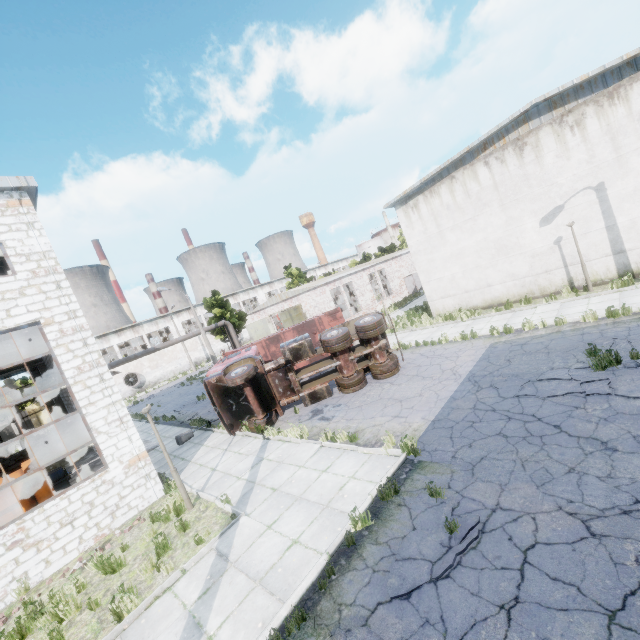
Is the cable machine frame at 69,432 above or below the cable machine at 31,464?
below

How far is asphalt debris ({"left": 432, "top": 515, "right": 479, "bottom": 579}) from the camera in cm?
488

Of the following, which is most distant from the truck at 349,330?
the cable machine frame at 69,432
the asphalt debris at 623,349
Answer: the cable machine frame at 69,432

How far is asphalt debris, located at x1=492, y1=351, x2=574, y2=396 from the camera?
9.03m

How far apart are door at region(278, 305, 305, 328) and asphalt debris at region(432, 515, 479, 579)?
23.83m

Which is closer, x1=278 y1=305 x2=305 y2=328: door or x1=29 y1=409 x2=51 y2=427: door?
x1=278 y1=305 x2=305 y2=328: door

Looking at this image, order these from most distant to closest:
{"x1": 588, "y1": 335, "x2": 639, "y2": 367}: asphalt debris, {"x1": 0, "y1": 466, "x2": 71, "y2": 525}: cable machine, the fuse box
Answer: the fuse box → {"x1": 0, "y1": 466, "x2": 71, "y2": 525}: cable machine → {"x1": 588, "y1": 335, "x2": 639, "y2": 367}: asphalt debris

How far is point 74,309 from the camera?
10.48m
